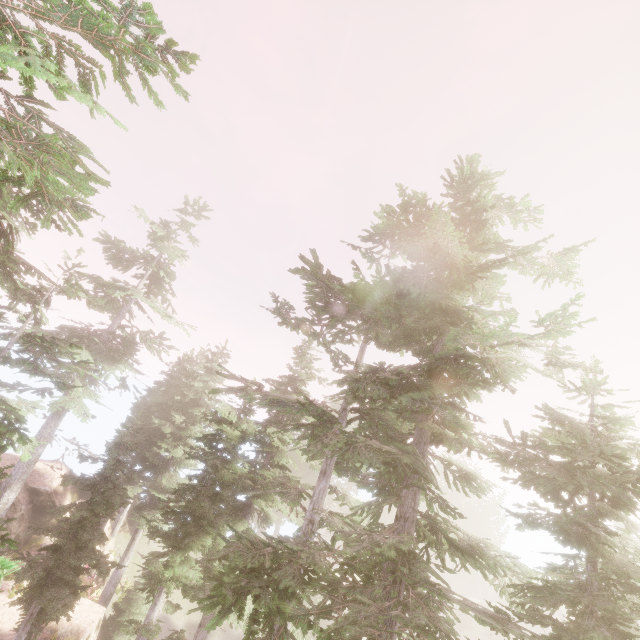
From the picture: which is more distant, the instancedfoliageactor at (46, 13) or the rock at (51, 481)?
the rock at (51, 481)

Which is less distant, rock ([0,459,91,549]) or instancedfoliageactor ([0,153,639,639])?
instancedfoliageactor ([0,153,639,639])

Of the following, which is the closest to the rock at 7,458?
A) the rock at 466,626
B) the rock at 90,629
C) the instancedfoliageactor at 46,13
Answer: the instancedfoliageactor at 46,13

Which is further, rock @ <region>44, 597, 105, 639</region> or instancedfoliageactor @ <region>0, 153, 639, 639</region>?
rock @ <region>44, 597, 105, 639</region>

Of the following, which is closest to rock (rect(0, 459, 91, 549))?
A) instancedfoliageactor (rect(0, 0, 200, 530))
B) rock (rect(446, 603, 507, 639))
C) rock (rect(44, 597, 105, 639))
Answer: instancedfoliageactor (rect(0, 0, 200, 530))

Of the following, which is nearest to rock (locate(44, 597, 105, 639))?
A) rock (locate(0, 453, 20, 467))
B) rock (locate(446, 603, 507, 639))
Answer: rock (locate(0, 453, 20, 467))

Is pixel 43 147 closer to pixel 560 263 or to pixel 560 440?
pixel 560 263
